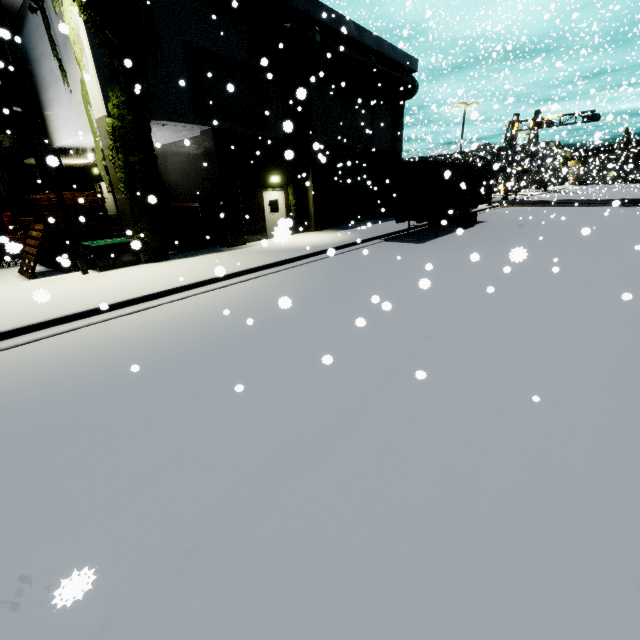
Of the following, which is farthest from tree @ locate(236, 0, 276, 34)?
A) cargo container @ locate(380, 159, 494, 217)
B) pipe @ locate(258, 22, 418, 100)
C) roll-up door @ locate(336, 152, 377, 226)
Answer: cargo container @ locate(380, 159, 494, 217)

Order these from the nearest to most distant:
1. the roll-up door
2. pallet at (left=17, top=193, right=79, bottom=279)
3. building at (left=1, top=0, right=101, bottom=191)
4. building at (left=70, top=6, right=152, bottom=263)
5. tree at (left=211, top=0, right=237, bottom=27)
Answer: building at (left=70, top=6, right=152, bottom=263)
pallet at (left=17, top=193, right=79, bottom=279)
building at (left=1, top=0, right=101, bottom=191)
tree at (left=211, top=0, right=237, bottom=27)
the roll-up door

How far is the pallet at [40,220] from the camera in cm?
1103

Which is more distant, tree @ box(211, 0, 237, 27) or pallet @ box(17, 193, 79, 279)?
tree @ box(211, 0, 237, 27)

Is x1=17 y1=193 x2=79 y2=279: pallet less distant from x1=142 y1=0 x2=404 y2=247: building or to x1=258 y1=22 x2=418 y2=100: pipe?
x1=142 y1=0 x2=404 y2=247: building

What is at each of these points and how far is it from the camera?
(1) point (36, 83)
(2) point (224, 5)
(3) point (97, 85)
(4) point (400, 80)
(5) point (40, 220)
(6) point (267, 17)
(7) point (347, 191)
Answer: (1) building, 14.8 meters
(2) tree, 13.0 meters
(3) building, 10.1 meters
(4) pipe, 20.7 meters
(5) pallet, 11.7 meters
(6) tree, 14.5 meters
(7) roll-up door, 22.1 meters

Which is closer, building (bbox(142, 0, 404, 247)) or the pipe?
building (bbox(142, 0, 404, 247))

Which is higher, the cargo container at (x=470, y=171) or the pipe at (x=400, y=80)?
the pipe at (x=400, y=80)
